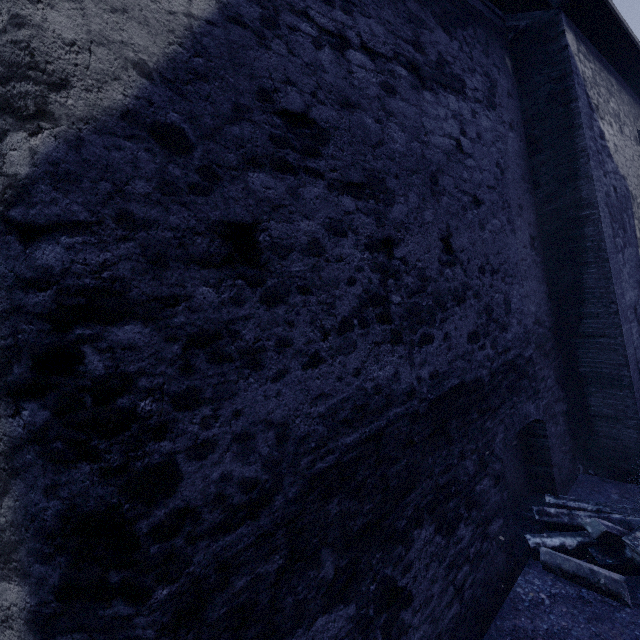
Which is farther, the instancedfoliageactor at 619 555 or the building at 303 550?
the instancedfoliageactor at 619 555

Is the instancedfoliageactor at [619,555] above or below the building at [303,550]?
below

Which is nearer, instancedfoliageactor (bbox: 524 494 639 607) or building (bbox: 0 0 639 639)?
building (bbox: 0 0 639 639)

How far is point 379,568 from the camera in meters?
2.4

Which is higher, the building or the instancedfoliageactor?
the building
